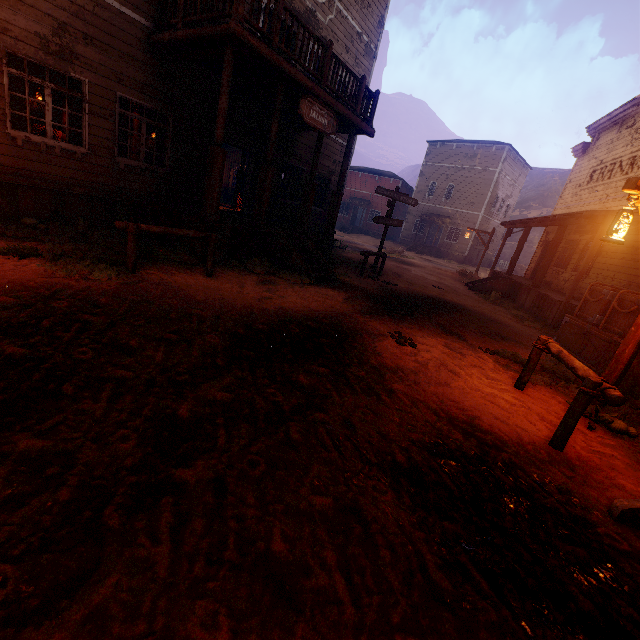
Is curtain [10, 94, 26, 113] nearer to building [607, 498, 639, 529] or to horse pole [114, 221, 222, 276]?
building [607, 498, 639, 529]

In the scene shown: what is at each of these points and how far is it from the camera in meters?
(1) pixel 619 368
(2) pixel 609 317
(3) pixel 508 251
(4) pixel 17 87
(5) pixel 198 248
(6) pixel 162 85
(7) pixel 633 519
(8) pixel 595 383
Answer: (1) light pole, 4.8
(2) wooden box, 6.9
(3) z, 45.7
(4) curtain, 6.5
(5) building, 7.9
(6) building, 8.4
(7) building, 2.8
(8) horse pole, 3.4

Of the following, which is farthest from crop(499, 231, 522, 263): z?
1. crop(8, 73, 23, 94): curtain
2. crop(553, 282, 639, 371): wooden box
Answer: crop(8, 73, 23, 94): curtain

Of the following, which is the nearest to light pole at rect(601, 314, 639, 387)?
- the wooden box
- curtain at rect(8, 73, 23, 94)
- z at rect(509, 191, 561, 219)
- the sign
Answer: z at rect(509, 191, 561, 219)

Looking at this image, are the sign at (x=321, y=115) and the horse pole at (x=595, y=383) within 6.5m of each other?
no

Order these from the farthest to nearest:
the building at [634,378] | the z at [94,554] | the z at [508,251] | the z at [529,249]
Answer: the z at [508,251] < the z at [529,249] < the building at [634,378] < the z at [94,554]

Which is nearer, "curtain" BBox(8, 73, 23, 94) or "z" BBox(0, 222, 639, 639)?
"z" BBox(0, 222, 639, 639)

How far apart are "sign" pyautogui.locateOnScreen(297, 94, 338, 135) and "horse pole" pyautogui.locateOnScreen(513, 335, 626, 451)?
7.5 meters
